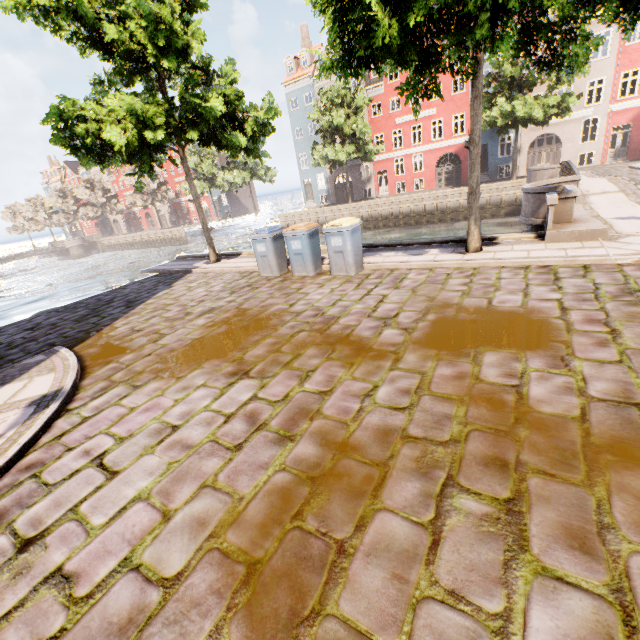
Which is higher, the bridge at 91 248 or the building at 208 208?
the building at 208 208

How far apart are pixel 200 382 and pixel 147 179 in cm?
5140

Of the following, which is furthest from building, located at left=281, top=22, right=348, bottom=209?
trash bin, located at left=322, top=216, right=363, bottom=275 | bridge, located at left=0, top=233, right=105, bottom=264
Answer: bridge, located at left=0, top=233, right=105, bottom=264

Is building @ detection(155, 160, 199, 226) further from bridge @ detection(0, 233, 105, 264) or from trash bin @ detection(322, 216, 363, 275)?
bridge @ detection(0, 233, 105, 264)

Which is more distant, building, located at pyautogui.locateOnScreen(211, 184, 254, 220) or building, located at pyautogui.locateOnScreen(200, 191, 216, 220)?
building, located at pyautogui.locateOnScreen(200, 191, 216, 220)

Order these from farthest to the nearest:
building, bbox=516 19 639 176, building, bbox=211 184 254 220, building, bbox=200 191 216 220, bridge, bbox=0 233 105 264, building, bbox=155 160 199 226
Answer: building, bbox=155 160 199 226
building, bbox=200 191 216 220
bridge, bbox=0 233 105 264
building, bbox=211 184 254 220
building, bbox=516 19 639 176

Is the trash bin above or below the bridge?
above

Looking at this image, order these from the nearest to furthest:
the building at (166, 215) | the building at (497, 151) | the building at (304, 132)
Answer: the building at (497, 151) → the building at (304, 132) → the building at (166, 215)
